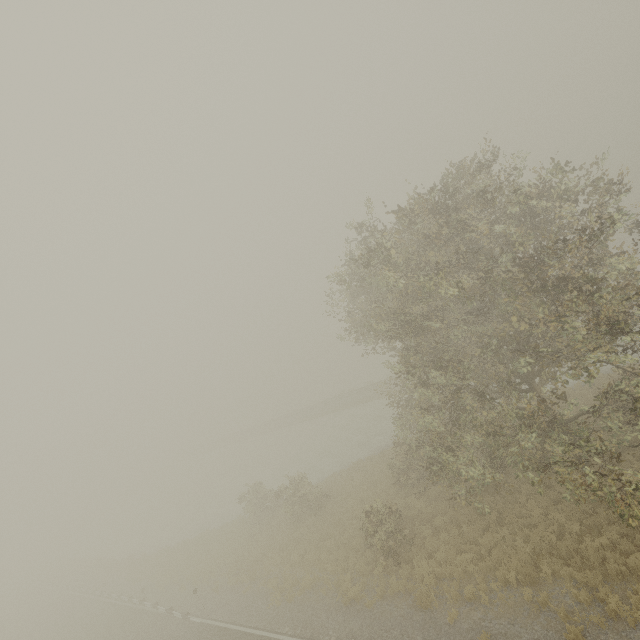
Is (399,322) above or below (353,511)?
above
